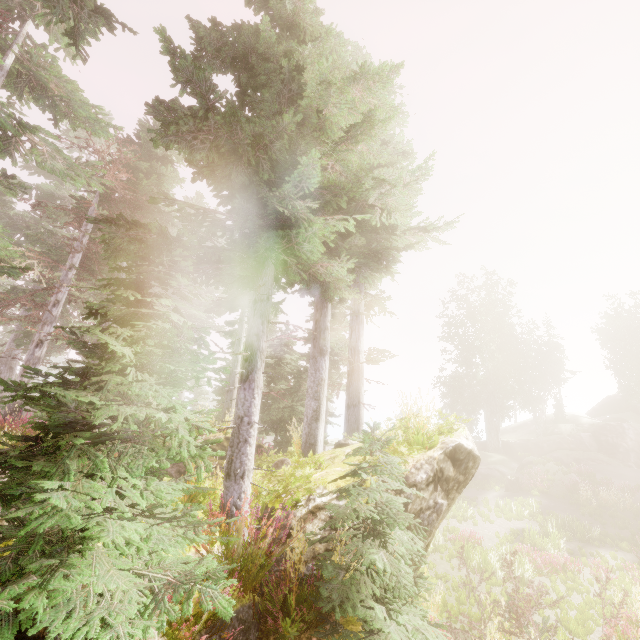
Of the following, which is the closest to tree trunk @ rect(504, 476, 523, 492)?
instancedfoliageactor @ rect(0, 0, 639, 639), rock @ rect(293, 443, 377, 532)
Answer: instancedfoliageactor @ rect(0, 0, 639, 639)

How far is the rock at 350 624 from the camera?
3.97m

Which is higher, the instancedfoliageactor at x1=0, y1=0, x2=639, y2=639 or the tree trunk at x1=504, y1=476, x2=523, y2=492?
the instancedfoliageactor at x1=0, y1=0, x2=639, y2=639

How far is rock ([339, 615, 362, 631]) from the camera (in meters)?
3.97

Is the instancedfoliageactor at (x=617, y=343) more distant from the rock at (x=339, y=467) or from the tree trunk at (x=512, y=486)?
the tree trunk at (x=512, y=486)

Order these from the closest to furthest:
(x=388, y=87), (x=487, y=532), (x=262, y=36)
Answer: (x=262, y=36), (x=388, y=87), (x=487, y=532)

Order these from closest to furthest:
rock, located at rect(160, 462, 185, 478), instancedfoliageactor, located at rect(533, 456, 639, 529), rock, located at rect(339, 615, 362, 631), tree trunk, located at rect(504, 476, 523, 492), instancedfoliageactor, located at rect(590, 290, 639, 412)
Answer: rock, located at rect(339, 615, 362, 631)
rock, located at rect(160, 462, 185, 478)
instancedfoliageactor, located at rect(533, 456, 639, 529)
tree trunk, located at rect(504, 476, 523, 492)
instancedfoliageactor, located at rect(590, 290, 639, 412)
